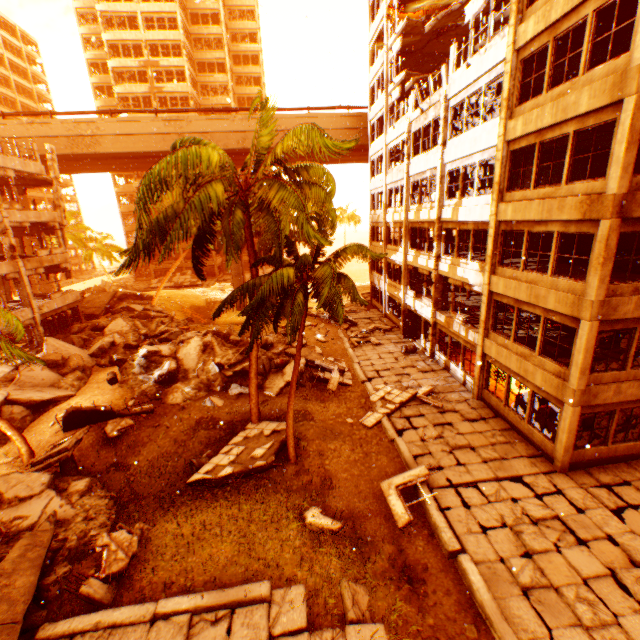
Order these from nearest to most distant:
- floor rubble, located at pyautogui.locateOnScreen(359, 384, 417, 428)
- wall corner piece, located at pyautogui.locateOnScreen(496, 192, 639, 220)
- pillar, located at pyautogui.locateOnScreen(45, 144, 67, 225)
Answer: wall corner piece, located at pyautogui.locateOnScreen(496, 192, 639, 220), floor rubble, located at pyautogui.locateOnScreen(359, 384, 417, 428), pillar, located at pyautogui.locateOnScreen(45, 144, 67, 225)

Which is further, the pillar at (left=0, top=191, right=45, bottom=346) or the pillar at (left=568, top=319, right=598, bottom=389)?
the pillar at (left=0, top=191, right=45, bottom=346)

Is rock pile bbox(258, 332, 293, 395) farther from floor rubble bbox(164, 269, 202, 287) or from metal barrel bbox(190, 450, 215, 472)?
floor rubble bbox(164, 269, 202, 287)

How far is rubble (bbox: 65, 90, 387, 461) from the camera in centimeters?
830cm

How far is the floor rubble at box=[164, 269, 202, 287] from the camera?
47.81m

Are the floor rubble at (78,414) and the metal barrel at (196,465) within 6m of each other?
yes

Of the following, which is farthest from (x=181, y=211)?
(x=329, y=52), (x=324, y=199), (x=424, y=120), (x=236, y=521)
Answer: (x=329, y=52)

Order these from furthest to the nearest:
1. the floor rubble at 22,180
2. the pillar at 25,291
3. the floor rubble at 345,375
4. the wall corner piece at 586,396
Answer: the floor rubble at 22,180, the pillar at 25,291, the floor rubble at 345,375, the wall corner piece at 586,396
